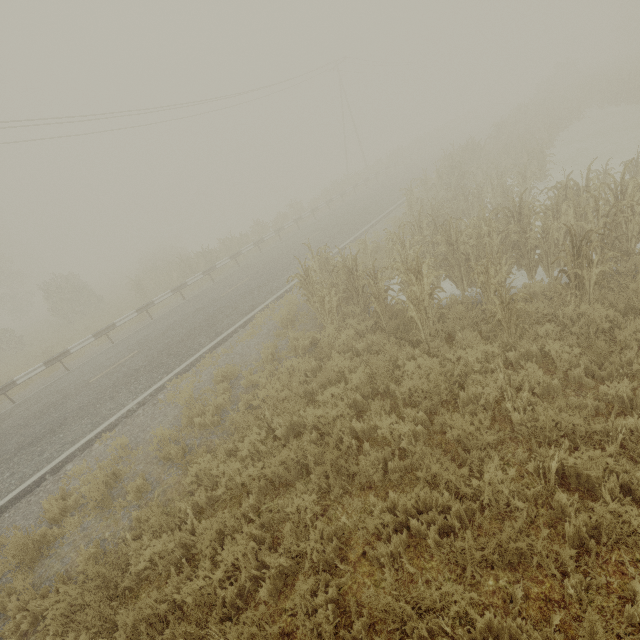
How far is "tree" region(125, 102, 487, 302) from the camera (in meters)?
19.69

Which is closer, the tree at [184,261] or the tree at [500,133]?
the tree at [500,133]

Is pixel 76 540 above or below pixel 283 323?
below

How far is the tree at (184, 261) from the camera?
19.7 meters

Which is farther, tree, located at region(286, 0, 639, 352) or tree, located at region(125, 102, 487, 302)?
tree, located at region(125, 102, 487, 302)
